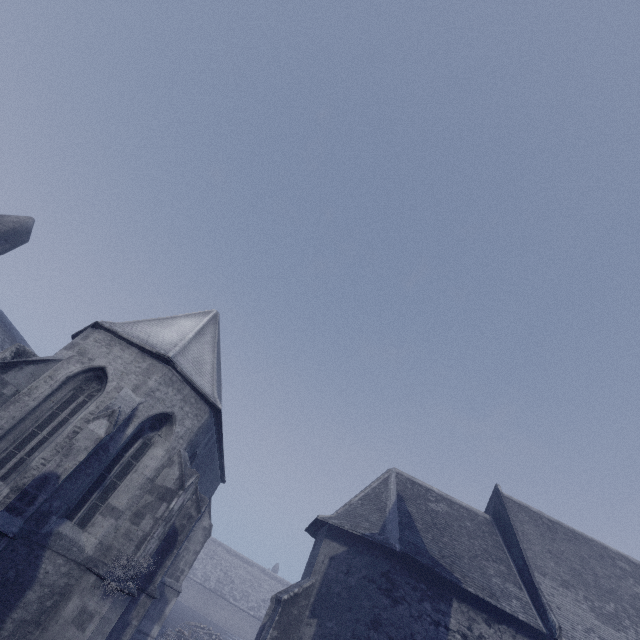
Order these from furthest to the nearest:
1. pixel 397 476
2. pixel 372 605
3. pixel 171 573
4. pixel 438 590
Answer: pixel 397 476 < pixel 171 573 < pixel 438 590 < pixel 372 605
